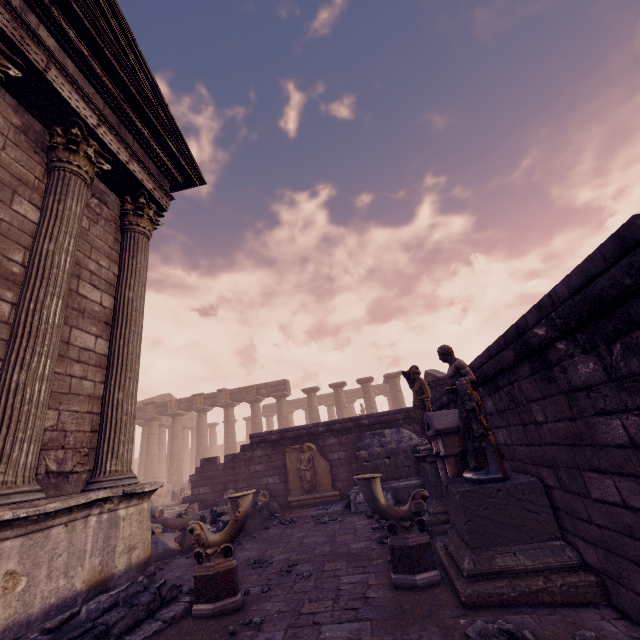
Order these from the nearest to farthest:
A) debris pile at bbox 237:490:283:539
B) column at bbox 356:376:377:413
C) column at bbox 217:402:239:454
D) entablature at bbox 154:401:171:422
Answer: debris pile at bbox 237:490:283:539 < column at bbox 356:376:377:413 < column at bbox 217:402:239:454 < entablature at bbox 154:401:171:422

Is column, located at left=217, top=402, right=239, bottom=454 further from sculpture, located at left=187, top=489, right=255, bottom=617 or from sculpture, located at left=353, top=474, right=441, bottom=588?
sculpture, located at left=353, top=474, right=441, bottom=588

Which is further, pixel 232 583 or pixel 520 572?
pixel 232 583

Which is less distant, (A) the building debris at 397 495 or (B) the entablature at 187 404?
(A) the building debris at 397 495

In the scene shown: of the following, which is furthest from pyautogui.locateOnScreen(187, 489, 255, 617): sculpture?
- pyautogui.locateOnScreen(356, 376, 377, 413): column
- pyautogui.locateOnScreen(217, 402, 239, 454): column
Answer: pyautogui.locateOnScreen(217, 402, 239, 454): column

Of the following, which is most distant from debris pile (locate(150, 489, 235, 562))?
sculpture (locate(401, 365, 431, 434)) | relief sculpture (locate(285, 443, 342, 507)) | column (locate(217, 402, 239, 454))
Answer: column (locate(217, 402, 239, 454))

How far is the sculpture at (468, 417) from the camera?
4.1m

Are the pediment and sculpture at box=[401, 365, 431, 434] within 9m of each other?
yes
